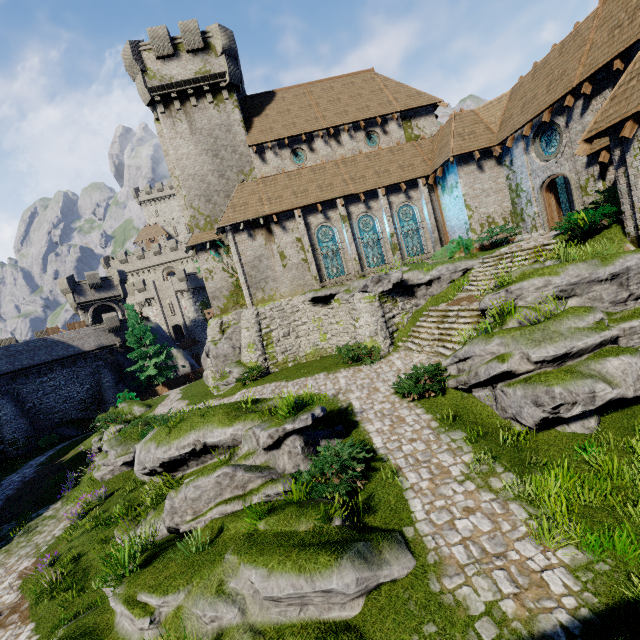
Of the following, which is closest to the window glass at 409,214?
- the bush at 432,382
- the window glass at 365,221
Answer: the window glass at 365,221

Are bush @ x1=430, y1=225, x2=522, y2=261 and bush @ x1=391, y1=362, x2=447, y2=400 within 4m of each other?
no

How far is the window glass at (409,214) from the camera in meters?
22.8

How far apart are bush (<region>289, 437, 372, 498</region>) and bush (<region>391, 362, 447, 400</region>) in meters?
3.3 m

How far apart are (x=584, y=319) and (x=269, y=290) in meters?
17.4

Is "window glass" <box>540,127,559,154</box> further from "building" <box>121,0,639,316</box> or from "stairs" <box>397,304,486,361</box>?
"stairs" <box>397,304,486,361</box>

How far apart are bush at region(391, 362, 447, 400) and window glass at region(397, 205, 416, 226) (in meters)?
12.45

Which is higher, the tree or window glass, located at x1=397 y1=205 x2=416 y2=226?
window glass, located at x1=397 y1=205 x2=416 y2=226
